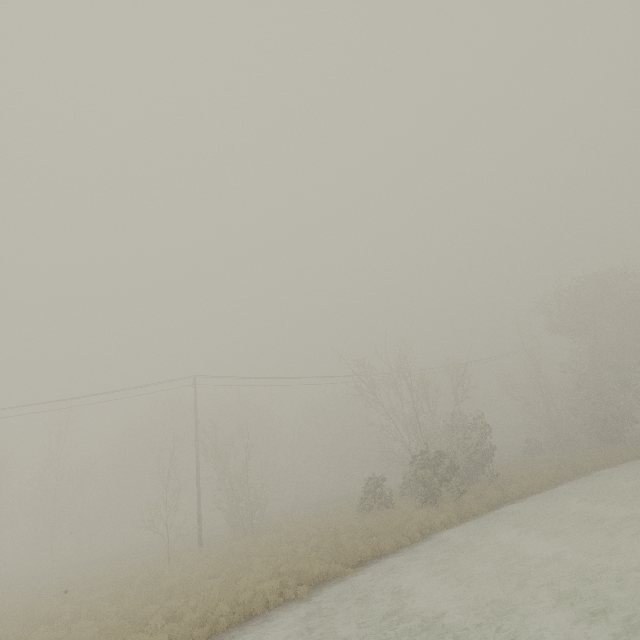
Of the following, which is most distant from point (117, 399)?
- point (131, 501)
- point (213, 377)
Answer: point (131, 501)
